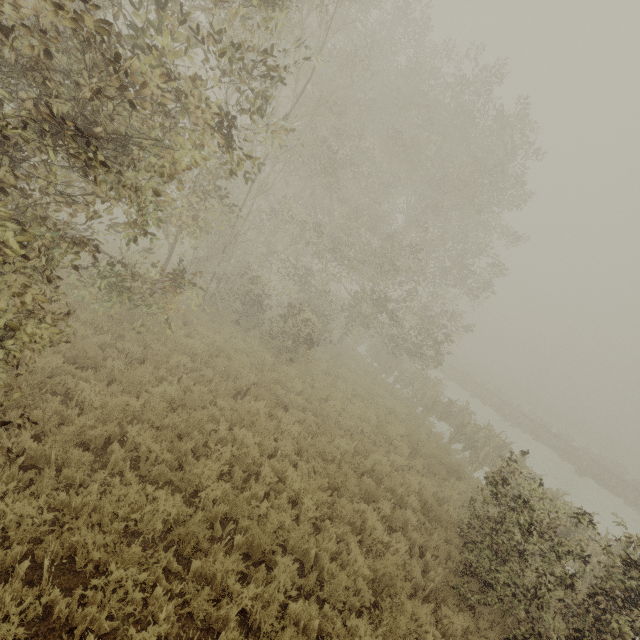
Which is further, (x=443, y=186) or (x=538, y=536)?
(x=443, y=186)
